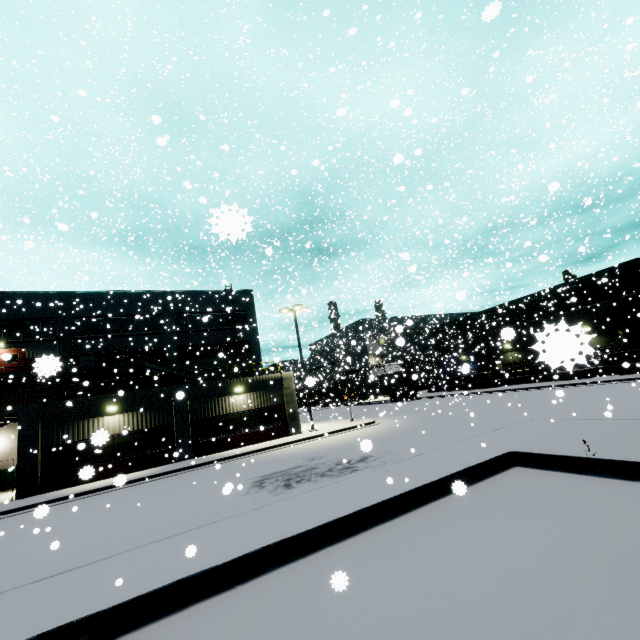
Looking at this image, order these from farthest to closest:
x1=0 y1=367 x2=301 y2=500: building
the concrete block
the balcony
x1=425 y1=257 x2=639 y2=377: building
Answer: the concrete block, x1=0 y1=367 x2=301 y2=500: building, the balcony, x1=425 y1=257 x2=639 y2=377: building

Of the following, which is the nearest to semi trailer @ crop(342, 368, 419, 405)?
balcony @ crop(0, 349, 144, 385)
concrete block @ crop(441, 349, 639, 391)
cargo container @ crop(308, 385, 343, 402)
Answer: cargo container @ crop(308, 385, 343, 402)

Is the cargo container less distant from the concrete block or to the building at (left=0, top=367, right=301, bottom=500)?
the building at (left=0, top=367, right=301, bottom=500)

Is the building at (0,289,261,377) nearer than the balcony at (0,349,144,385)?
No

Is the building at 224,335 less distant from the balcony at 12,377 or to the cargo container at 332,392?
the balcony at 12,377

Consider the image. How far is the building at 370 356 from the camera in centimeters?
2847cm

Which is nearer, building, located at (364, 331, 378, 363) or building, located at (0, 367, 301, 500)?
building, located at (0, 367, 301, 500)

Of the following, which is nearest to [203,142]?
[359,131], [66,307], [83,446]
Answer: [359,131]
